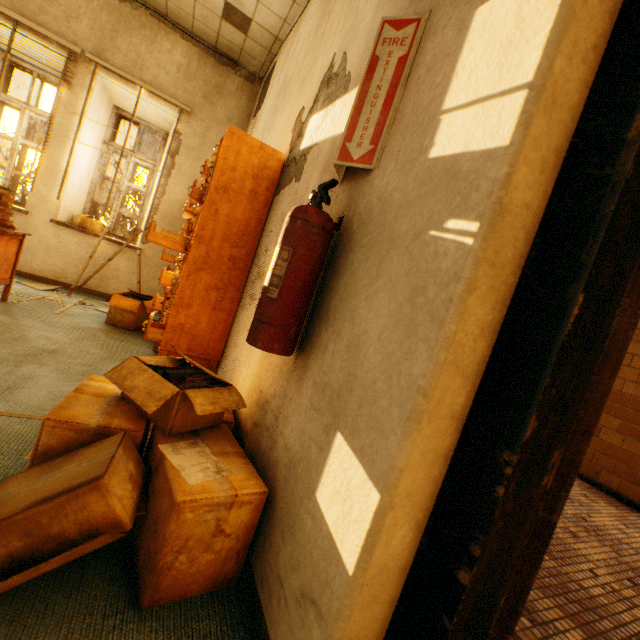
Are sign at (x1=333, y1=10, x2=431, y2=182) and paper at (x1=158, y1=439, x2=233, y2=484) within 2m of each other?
yes

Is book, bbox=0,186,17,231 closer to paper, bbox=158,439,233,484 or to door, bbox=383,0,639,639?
paper, bbox=158,439,233,484

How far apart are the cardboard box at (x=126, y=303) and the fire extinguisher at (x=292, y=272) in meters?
2.9

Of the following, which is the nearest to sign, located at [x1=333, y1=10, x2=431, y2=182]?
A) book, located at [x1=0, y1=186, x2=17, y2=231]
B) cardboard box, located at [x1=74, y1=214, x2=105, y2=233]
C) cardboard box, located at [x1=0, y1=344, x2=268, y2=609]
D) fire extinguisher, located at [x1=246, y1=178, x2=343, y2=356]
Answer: fire extinguisher, located at [x1=246, y1=178, x2=343, y2=356]

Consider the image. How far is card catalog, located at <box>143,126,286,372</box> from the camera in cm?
208

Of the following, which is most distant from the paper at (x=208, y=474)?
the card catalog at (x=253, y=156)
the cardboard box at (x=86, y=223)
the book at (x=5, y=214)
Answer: the cardboard box at (x=86, y=223)

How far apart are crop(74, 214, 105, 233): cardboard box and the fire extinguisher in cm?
474

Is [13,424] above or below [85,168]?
below
